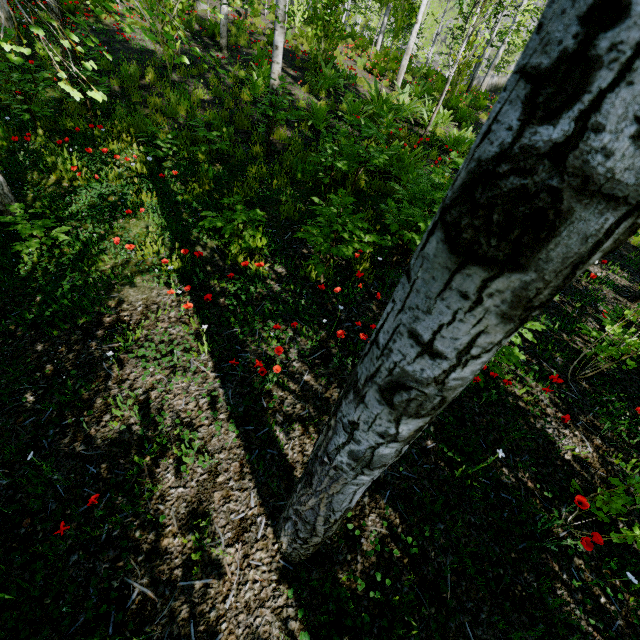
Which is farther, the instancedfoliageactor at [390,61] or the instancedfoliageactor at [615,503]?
the instancedfoliageactor at [615,503]

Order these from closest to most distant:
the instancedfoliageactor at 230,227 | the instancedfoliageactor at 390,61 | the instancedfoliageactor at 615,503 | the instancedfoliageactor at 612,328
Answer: the instancedfoliageactor at 390,61 → the instancedfoliageactor at 615,503 → the instancedfoliageactor at 612,328 → the instancedfoliageactor at 230,227

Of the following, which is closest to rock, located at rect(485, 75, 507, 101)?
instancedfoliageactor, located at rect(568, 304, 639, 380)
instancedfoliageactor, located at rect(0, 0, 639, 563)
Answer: instancedfoliageactor, located at rect(0, 0, 639, 563)

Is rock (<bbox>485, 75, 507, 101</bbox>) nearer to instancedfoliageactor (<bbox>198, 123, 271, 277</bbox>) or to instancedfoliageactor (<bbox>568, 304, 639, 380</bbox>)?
instancedfoliageactor (<bbox>198, 123, 271, 277</bbox>)

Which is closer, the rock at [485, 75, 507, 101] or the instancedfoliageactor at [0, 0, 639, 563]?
the instancedfoliageactor at [0, 0, 639, 563]

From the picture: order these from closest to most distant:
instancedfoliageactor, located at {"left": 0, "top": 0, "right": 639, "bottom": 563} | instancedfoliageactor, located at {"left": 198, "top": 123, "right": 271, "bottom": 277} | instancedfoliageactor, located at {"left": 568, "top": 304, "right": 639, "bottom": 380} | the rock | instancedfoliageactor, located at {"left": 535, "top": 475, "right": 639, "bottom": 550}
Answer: instancedfoliageactor, located at {"left": 0, "top": 0, "right": 639, "bottom": 563} → instancedfoliageactor, located at {"left": 535, "top": 475, "right": 639, "bottom": 550} → instancedfoliageactor, located at {"left": 568, "top": 304, "right": 639, "bottom": 380} → instancedfoliageactor, located at {"left": 198, "top": 123, "right": 271, "bottom": 277} → the rock

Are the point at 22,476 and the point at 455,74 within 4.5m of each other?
no
